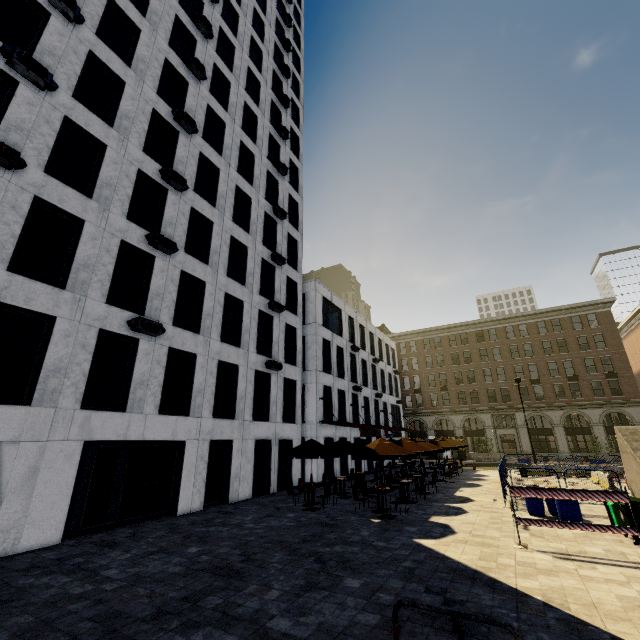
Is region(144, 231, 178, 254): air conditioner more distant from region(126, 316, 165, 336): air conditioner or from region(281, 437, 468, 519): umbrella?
region(281, 437, 468, 519): umbrella

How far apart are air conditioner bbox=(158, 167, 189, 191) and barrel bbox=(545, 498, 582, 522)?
20.5m

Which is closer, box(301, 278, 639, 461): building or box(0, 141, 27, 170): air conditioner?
box(0, 141, 27, 170): air conditioner

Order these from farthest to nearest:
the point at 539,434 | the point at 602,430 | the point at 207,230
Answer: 1. the point at 539,434
2. the point at 602,430
3. the point at 207,230

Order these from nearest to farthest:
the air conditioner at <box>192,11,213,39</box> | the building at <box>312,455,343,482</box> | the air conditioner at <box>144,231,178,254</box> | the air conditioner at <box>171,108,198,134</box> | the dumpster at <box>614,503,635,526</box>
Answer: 1. the dumpster at <box>614,503,635,526</box>
2. the air conditioner at <box>144,231,178,254</box>
3. the air conditioner at <box>171,108,198,134</box>
4. the air conditioner at <box>192,11,213,39</box>
5. the building at <box>312,455,343,482</box>

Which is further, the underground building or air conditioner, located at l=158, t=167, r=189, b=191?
air conditioner, located at l=158, t=167, r=189, b=191

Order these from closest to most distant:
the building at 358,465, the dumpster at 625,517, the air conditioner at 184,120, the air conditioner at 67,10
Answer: the dumpster at 625,517 < the air conditioner at 67,10 < the air conditioner at 184,120 < the building at 358,465

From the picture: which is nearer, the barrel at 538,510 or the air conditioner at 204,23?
the barrel at 538,510
